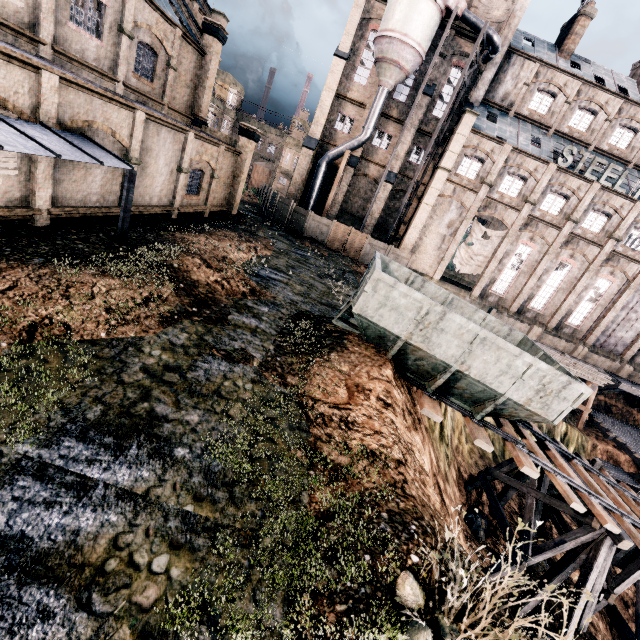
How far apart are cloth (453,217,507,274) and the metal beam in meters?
30.2

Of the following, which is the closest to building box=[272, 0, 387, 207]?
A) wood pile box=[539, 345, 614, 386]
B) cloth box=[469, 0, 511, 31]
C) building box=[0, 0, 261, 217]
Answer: cloth box=[469, 0, 511, 31]

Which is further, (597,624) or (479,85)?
(479,85)

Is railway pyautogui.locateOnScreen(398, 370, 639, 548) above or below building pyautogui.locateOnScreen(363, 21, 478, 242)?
below

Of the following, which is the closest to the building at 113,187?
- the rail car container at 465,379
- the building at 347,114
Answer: the building at 347,114

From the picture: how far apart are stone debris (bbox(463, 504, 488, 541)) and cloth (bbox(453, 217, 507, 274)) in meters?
23.2 m

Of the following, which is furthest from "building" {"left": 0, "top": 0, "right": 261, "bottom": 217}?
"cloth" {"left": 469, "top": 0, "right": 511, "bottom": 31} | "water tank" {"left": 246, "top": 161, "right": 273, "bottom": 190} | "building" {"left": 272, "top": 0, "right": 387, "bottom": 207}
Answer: "cloth" {"left": 469, "top": 0, "right": 511, "bottom": 31}

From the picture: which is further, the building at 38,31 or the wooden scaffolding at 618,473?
the wooden scaffolding at 618,473
